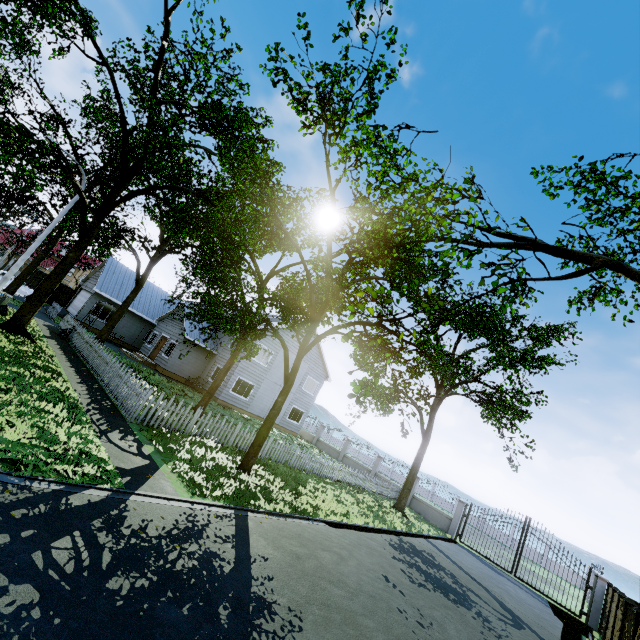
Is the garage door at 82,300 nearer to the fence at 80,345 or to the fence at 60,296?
the fence at 60,296

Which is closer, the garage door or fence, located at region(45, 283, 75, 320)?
fence, located at region(45, 283, 75, 320)

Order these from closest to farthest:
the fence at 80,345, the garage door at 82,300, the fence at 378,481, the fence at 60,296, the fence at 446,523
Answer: the fence at 80,345
the fence at 378,481
the fence at 446,523
the fence at 60,296
the garage door at 82,300

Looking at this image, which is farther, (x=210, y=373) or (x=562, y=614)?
(x=210, y=373)

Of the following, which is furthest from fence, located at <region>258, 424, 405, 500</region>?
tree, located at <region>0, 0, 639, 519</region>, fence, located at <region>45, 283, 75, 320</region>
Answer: tree, located at <region>0, 0, 639, 519</region>

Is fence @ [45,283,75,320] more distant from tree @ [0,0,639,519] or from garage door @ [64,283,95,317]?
garage door @ [64,283,95,317]

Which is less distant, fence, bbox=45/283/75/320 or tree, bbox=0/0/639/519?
tree, bbox=0/0/639/519

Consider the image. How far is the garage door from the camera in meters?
27.3
